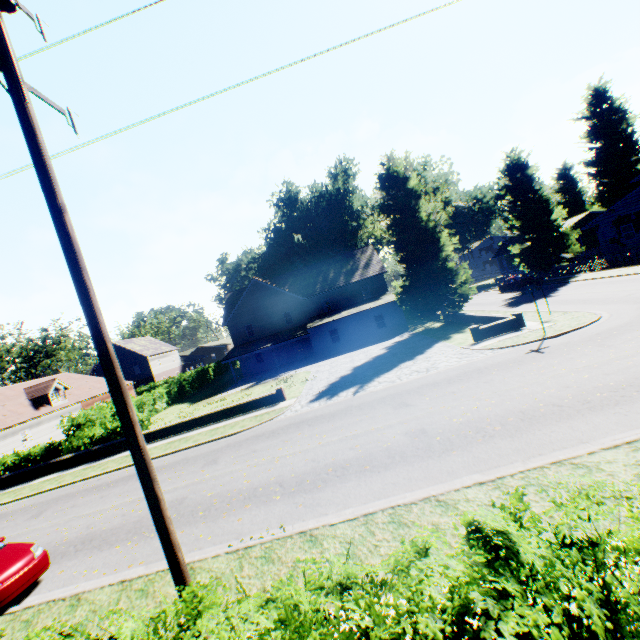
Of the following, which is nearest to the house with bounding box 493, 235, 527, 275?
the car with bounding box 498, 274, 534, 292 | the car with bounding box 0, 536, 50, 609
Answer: the car with bounding box 498, 274, 534, 292

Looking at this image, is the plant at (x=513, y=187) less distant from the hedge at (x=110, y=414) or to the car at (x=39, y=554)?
the hedge at (x=110, y=414)

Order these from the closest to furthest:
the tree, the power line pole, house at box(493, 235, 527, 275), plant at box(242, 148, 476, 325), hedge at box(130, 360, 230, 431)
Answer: the power line pole
plant at box(242, 148, 476, 325)
hedge at box(130, 360, 230, 431)
the tree
house at box(493, 235, 527, 275)

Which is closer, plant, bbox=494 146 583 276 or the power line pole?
the power line pole

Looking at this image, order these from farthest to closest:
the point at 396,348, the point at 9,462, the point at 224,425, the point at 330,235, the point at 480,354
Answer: the point at 330,235 → the point at 396,348 → the point at 9,462 → the point at 224,425 → the point at 480,354

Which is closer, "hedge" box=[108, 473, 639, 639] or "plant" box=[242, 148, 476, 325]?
"hedge" box=[108, 473, 639, 639]

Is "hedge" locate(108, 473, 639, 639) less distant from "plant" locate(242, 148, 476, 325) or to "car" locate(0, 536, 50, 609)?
"plant" locate(242, 148, 476, 325)

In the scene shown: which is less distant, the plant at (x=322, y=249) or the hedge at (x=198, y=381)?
the plant at (x=322, y=249)
